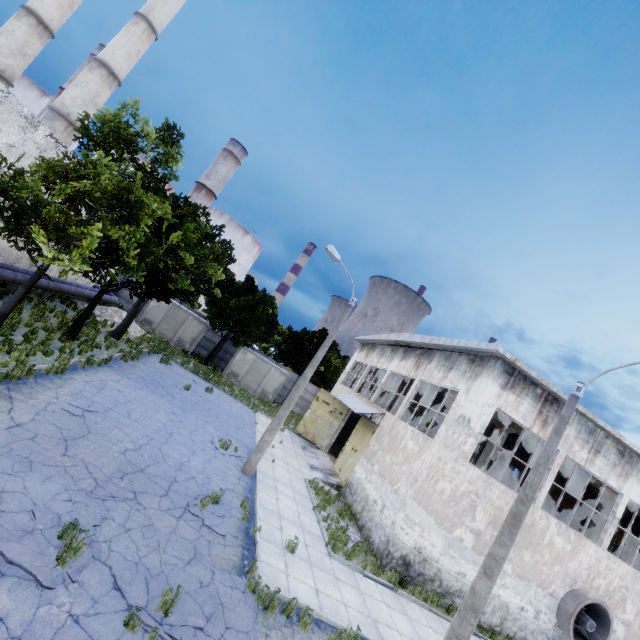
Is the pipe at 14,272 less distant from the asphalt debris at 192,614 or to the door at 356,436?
the asphalt debris at 192,614

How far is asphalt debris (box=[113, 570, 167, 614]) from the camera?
5.77m

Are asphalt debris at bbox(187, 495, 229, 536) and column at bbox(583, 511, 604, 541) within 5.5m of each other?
no

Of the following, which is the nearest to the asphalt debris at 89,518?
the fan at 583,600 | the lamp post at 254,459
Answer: the lamp post at 254,459

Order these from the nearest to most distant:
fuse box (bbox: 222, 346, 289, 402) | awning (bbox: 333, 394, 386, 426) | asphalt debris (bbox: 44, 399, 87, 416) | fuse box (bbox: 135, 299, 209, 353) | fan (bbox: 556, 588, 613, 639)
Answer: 1. asphalt debris (bbox: 44, 399, 87, 416)
2. fan (bbox: 556, 588, 613, 639)
3. awning (bbox: 333, 394, 386, 426)
4. fuse box (bbox: 135, 299, 209, 353)
5. fuse box (bbox: 222, 346, 289, 402)

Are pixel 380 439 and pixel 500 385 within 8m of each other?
yes

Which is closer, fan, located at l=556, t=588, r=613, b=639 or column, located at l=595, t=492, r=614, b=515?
fan, located at l=556, t=588, r=613, b=639

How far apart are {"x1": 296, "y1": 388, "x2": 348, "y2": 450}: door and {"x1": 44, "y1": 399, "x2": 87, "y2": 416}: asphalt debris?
16.4 meters
